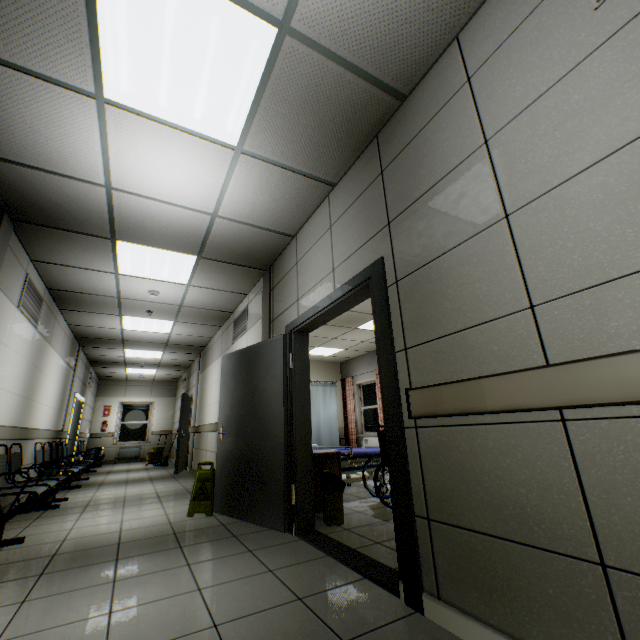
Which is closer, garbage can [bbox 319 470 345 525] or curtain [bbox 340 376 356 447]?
garbage can [bbox 319 470 345 525]

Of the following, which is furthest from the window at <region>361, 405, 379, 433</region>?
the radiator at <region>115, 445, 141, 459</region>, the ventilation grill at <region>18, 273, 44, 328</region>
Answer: the radiator at <region>115, 445, 141, 459</region>

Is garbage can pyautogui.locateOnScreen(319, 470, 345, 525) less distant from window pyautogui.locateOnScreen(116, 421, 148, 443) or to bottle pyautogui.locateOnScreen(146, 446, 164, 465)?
bottle pyautogui.locateOnScreen(146, 446, 164, 465)

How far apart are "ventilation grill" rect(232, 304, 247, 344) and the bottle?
7.31m

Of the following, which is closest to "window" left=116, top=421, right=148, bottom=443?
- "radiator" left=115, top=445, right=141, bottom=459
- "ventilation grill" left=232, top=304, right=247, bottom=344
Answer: "radiator" left=115, top=445, right=141, bottom=459

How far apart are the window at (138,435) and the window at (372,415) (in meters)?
9.37

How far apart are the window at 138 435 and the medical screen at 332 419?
10.52m

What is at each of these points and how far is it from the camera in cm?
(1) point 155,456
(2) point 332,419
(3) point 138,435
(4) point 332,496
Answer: (1) bottle, 1095
(2) medical screen, 646
(3) window, 1355
(4) garbage can, 346
